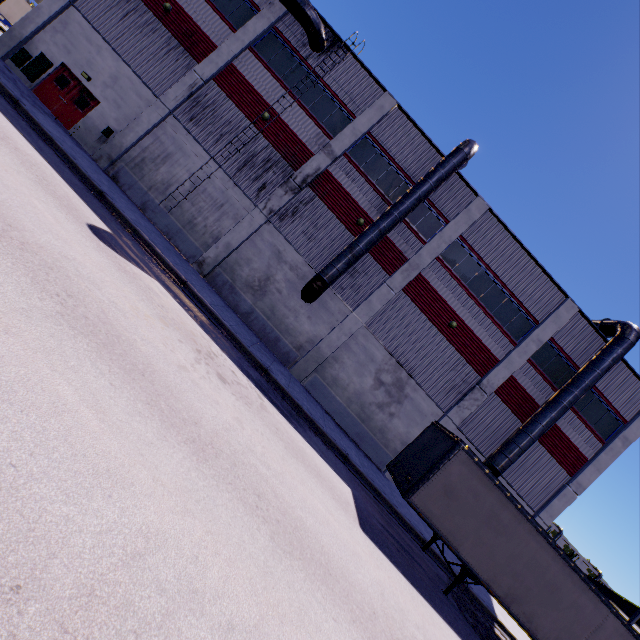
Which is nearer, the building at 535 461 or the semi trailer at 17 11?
the building at 535 461

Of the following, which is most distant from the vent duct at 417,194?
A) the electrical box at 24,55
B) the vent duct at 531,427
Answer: the vent duct at 531,427

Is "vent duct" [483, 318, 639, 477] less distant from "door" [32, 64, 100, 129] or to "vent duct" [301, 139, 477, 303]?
"vent duct" [301, 139, 477, 303]

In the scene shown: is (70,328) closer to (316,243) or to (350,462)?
(350,462)

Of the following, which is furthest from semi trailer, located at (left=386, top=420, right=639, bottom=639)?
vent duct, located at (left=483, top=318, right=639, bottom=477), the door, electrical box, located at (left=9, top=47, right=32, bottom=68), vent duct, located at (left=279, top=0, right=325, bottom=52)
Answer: the door

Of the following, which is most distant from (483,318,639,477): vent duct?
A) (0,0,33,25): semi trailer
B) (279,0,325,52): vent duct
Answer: (279,0,325,52): vent duct

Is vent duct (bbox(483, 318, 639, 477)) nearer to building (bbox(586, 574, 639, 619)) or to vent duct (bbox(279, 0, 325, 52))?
building (bbox(586, 574, 639, 619))

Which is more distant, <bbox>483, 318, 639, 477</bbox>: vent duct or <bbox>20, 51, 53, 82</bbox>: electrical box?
<bbox>20, 51, 53, 82</bbox>: electrical box
